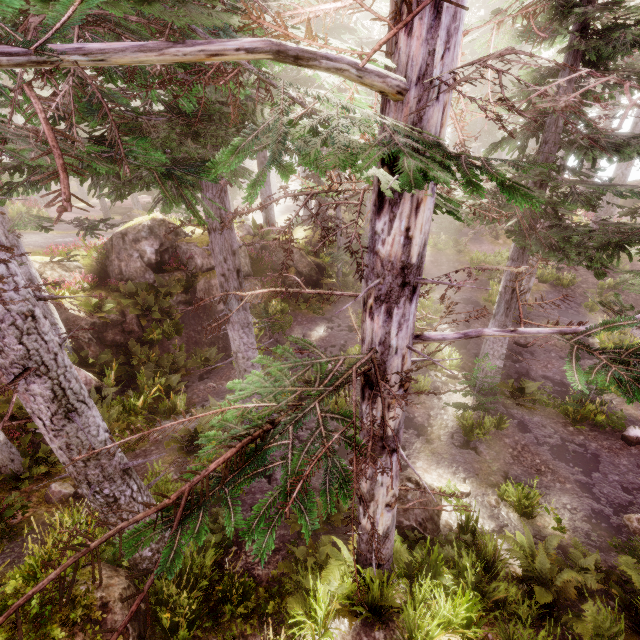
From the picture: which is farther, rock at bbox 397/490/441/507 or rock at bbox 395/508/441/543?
rock at bbox 397/490/441/507

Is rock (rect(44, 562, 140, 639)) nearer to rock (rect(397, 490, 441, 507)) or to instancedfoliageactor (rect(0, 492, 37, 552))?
instancedfoliageactor (rect(0, 492, 37, 552))

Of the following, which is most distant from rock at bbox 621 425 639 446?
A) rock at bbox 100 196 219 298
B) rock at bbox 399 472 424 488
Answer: rock at bbox 100 196 219 298

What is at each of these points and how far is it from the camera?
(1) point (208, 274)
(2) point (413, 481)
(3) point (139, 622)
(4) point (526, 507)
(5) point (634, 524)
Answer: (1) rock, 17.58m
(2) rock, 9.17m
(3) rock, 5.41m
(4) instancedfoliageactor, 9.04m
(5) instancedfoliageactor, 8.63m

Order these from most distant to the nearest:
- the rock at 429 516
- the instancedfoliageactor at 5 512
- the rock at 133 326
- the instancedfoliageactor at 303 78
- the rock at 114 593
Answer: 1. the rock at 133 326
2. the rock at 429 516
3. the instancedfoliageactor at 5 512
4. the rock at 114 593
5. the instancedfoliageactor at 303 78

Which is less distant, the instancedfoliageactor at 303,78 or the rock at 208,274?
the instancedfoliageactor at 303,78

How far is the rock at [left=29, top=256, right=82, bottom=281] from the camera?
14.6m
